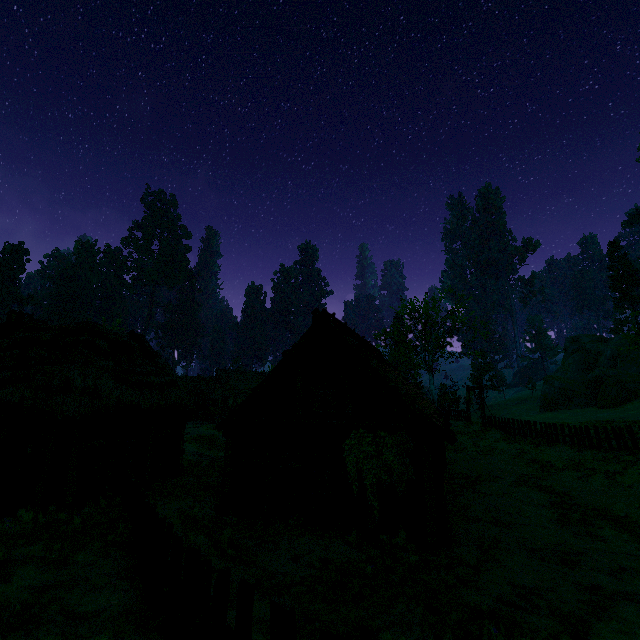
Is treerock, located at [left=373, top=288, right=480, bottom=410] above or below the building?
above

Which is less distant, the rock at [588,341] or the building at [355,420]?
the building at [355,420]

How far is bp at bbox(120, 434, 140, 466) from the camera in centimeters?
1227cm

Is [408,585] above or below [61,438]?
below

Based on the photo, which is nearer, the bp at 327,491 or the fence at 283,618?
the fence at 283,618

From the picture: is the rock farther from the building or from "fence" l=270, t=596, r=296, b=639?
the building

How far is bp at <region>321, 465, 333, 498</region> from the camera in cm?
1167

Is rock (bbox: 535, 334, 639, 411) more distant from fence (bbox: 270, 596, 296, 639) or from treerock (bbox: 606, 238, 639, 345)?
fence (bbox: 270, 596, 296, 639)
